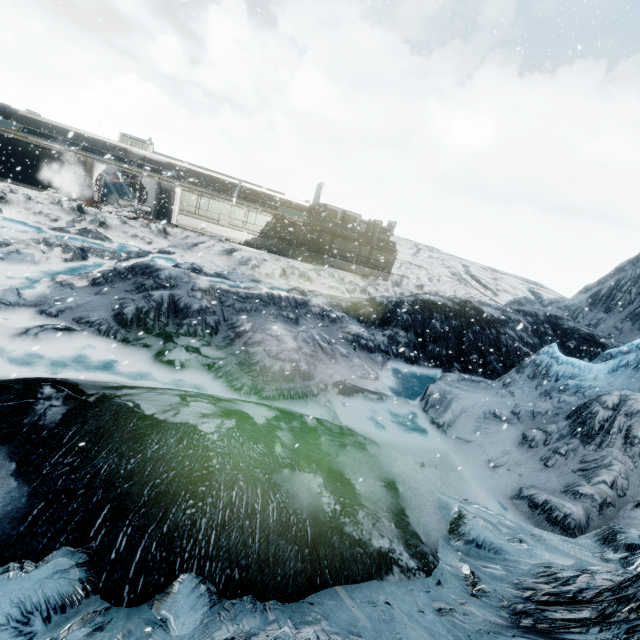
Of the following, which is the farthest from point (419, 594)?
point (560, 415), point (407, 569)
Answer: point (560, 415)
